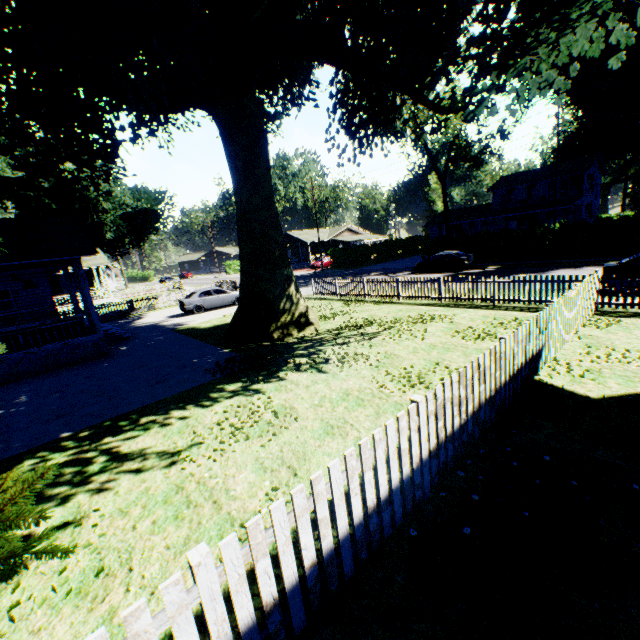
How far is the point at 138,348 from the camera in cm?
1503

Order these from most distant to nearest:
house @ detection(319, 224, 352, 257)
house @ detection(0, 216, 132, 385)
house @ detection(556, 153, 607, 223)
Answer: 1. house @ detection(319, 224, 352, 257)
2. house @ detection(556, 153, 607, 223)
3. house @ detection(0, 216, 132, 385)

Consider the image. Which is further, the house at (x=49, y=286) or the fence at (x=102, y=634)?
the house at (x=49, y=286)

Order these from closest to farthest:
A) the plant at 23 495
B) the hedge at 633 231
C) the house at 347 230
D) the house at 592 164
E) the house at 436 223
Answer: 1. the plant at 23 495
2. the hedge at 633 231
3. the house at 592 164
4. the house at 436 223
5. the house at 347 230

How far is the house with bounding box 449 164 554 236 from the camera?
40.78m

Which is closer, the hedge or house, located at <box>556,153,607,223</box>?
the hedge

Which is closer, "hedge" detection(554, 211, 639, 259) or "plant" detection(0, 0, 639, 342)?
"plant" detection(0, 0, 639, 342)

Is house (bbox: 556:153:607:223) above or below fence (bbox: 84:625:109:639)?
above
